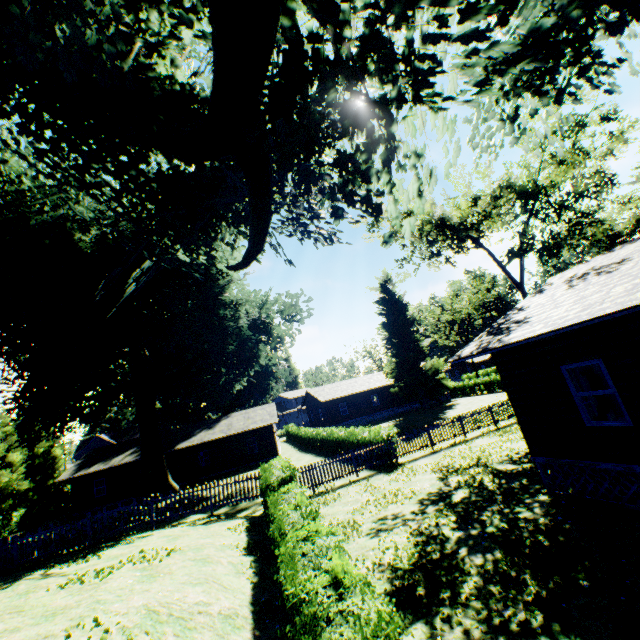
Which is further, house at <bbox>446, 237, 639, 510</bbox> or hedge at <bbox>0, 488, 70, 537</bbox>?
hedge at <bbox>0, 488, 70, 537</bbox>

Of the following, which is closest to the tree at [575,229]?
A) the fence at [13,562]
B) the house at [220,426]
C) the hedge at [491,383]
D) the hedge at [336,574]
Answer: the fence at [13,562]

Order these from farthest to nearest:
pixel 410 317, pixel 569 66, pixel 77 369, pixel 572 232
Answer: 1. pixel 410 317
2. pixel 77 369
3. pixel 572 232
4. pixel 569 66

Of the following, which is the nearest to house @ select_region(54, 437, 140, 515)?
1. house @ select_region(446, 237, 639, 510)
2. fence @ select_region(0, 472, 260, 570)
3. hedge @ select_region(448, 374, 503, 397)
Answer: hedge @ select_region(448, 374, 503, 397)

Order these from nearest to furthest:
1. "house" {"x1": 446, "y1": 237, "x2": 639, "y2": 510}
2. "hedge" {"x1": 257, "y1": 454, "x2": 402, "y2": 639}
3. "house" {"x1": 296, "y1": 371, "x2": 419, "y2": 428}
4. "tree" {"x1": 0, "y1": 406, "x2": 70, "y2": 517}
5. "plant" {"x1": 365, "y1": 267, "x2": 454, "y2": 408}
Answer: "hedge" {"x1": 257, "y1": 454, "x2": 402, "y2": 639} < "house" {"x1": 446, "y1": 237, "x2": 639, "y2": 510} < "tree" {"x1": 0, "y1": 406, "x2": 70, "y2": 517} < "plant" {"x1": 365, "y1": 267, "x2": 454, "y2": 408} < "house" {"x1": 296, "y1": 371, "x2": 419, "y2": 428}

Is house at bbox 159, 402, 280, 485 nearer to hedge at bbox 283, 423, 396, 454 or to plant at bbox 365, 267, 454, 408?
hedge at bbox 283, 423, 396, 454

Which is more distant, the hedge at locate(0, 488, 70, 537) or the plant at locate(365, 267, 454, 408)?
the plant at locate(365, 267, 454, 408)

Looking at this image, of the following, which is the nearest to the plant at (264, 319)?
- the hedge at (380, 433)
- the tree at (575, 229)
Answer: the tree at (575, 229)
